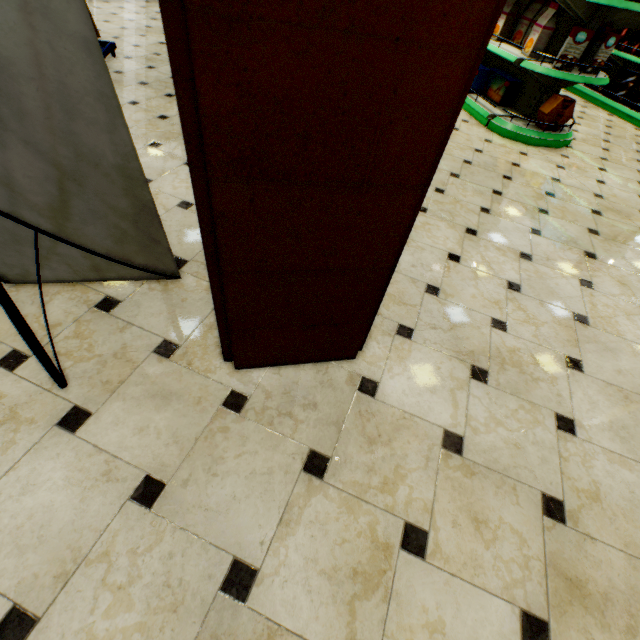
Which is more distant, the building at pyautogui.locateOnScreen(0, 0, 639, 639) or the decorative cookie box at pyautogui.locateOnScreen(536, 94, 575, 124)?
the decorative cookie box at pyautogui.locateOnScreen(536, 94, 575, 124)

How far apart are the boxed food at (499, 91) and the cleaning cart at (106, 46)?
4.8 meters

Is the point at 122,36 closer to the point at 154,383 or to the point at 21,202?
the point at 21,202

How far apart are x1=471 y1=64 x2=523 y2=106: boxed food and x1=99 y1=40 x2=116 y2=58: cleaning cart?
4.76m

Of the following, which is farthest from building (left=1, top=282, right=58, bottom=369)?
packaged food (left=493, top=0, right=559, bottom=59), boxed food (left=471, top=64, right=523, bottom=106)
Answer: packaged food (left=493, top=0, right=559, bottom=59)

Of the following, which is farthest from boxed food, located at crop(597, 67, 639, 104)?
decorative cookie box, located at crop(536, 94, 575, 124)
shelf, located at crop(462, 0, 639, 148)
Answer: decorative cookie box, located at crop(536, 94, 575, 124)

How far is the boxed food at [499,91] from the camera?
4.38m
